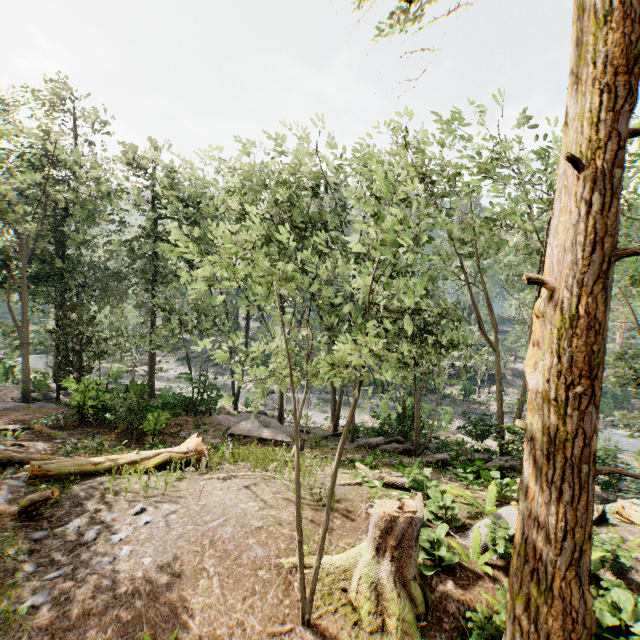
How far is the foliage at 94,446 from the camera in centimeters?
1124cm

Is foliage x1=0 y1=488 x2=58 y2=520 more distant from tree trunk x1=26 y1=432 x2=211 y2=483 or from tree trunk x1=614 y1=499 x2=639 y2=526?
tree trunk x1=26 y1=432 x2=211 y2=483

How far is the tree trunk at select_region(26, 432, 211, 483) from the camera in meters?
9.2 m

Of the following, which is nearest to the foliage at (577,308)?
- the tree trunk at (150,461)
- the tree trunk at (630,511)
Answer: the tree trunk at (630,511)

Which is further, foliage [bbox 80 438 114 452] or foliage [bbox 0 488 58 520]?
foliage [bbox 80 438 114 452]

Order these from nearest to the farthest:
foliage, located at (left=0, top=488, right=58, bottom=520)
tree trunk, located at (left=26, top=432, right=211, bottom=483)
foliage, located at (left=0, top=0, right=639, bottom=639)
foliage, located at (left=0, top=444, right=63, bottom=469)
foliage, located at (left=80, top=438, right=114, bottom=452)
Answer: foliage, located at (left=0, top=0, right=639, bottom=639), foliage, located at (left=0, top=488, right=58, bottom=520), tree trunk, located at (left=26, top=432, right=211, bottom=483), foliage, located at (left=0, top=444, right=63, bottom=469), foliage, located at (left=80, top=438, right=114, bottom=452)

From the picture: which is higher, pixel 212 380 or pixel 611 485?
pixel 611 485

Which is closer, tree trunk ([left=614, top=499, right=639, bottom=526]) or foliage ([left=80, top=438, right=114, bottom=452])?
tree trunk ([left=614, top=499, right=639, bottom=526])
